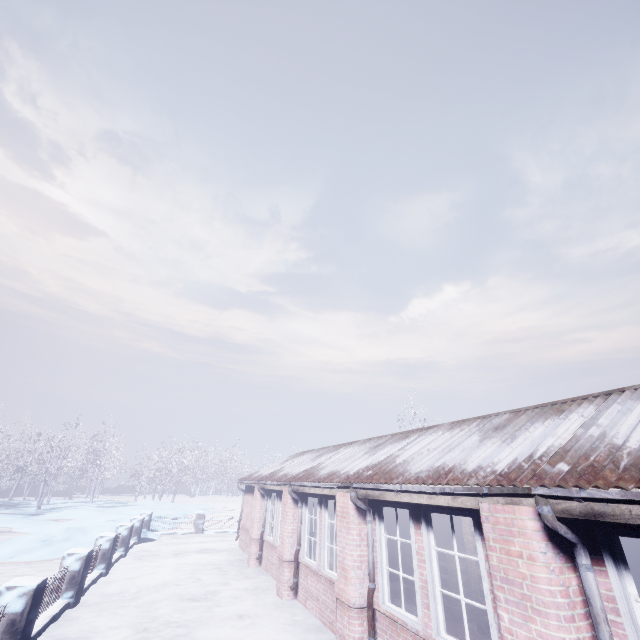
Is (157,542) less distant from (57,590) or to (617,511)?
(57,590)

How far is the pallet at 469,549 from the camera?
5.7m

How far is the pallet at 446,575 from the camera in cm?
584

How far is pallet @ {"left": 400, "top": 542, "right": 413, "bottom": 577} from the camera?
6.9 meters

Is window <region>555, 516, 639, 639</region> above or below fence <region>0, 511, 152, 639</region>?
above

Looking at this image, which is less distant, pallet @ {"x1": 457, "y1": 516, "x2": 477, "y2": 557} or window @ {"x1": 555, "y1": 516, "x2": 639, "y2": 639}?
window @ {"x1": 555, "y1": 516, "x2": 639, "y2": 639}

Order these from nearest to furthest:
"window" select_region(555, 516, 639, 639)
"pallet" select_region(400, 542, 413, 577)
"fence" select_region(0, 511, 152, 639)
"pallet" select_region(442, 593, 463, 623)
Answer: "window" select_region(555, 516, 639, 639) → "fence" select_region(0, 511, 152, 639) → "pallet" select_region(442, 593, 463, 623) → "pallet" select_region(400, 542, 413, 577)

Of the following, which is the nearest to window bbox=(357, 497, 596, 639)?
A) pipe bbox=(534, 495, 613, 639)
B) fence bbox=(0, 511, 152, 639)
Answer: pipe bbox=(534, 495, 613, 639)
